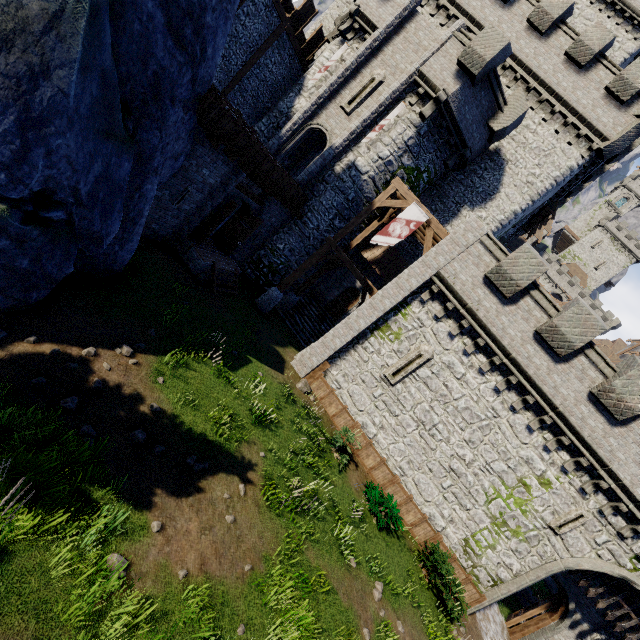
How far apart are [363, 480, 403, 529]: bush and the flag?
11.0m

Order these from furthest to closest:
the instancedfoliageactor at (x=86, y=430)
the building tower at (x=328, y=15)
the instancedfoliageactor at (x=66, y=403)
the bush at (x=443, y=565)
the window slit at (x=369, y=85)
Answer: the building tower at (x=328, y=15)
the window slit at (x=369, y=85)
the bush at (x=443, y=565)
the instancedfoliageactor at (x=66, y=403)
the instancedfoliageactor at (x=86, y=430)

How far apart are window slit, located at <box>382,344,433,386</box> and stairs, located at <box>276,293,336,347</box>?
5.3m

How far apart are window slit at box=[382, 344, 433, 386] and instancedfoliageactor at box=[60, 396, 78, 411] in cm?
1182

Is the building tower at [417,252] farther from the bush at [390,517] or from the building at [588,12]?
the bush at [390,517]

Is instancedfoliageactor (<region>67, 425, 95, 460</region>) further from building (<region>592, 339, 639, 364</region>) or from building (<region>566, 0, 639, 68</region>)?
building (<region>592, 339, 639, 364</region>)

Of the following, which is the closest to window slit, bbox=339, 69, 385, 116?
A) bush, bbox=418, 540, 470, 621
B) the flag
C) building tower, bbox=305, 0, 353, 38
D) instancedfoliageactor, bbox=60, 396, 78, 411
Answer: building tower, bbox=305, 0, 353, 38

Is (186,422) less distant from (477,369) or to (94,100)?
(94,100)
